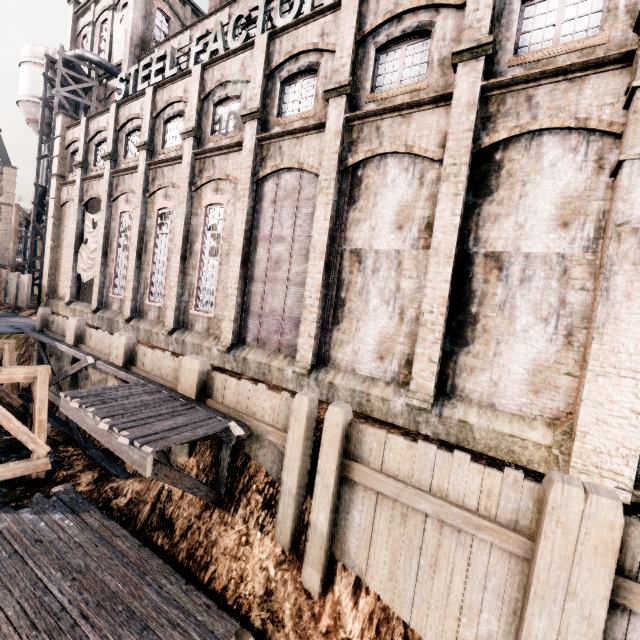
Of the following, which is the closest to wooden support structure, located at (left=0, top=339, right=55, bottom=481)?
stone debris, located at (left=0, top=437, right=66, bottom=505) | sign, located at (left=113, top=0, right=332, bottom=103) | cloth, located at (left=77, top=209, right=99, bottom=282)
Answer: stone debris, located at (left=0, top=437, right=66, bottom=505)

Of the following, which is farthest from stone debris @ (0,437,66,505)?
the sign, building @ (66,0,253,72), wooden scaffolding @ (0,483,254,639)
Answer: the sign

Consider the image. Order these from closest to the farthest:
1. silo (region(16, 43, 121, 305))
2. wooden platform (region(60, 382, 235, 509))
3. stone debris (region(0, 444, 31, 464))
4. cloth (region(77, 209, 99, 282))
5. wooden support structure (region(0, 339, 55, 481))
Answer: wooden platform (region(60, 382, 235, 509)) < wooden support structure (region(0, 339, 55, 481)) < stone debris (region(0, 444, 31, 464)) < cloth (region(77, 209, 99, 282)) < silo (region(16, 43, 121, 305))

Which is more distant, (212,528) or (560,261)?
(212,528)

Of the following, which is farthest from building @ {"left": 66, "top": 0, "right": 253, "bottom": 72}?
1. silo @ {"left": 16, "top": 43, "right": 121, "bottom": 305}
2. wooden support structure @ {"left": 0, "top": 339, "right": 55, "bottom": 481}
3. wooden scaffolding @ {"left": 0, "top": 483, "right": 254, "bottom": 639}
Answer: wooden scaffolding @ {"left": 0, "top": 483, "right": 254, "bottom": 639}

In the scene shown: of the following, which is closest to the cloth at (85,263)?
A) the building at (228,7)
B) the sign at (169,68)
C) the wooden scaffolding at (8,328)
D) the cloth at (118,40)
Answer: the building at (228,7)

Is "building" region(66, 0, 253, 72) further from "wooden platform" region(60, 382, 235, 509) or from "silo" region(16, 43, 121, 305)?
"wooden platform" region(60, 382, 235, 509)

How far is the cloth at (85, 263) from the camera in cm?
2306
